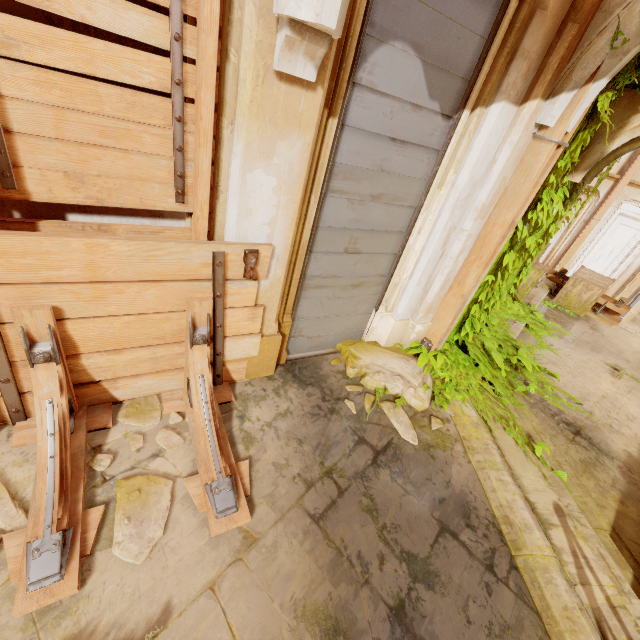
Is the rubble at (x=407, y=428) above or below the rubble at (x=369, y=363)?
below

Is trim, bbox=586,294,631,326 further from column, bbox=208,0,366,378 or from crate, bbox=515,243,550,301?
column, bbox=208,0,366,378

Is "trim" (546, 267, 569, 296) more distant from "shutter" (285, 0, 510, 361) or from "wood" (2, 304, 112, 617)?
"wood" (2, 304, 112, 617)

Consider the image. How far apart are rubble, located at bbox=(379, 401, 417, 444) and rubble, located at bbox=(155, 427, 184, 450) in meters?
1.9 m

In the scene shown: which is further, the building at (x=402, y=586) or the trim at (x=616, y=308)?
the trim at (x=616, y=308)

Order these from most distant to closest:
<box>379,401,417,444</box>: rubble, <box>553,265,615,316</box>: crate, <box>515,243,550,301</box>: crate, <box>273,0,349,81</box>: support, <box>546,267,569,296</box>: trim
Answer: <box>546,267,569,296</box>: trim
<box>553,265,615,316</box>: crate
<box>515,243,550,301</box>: crate
<box>379,401,417,444</box>: rubble
<box>273,0,349,81</box>: support

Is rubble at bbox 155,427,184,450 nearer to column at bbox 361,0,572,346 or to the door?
column at bbox 361,0,572,346

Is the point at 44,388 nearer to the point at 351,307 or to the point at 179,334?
the point at 179,334
